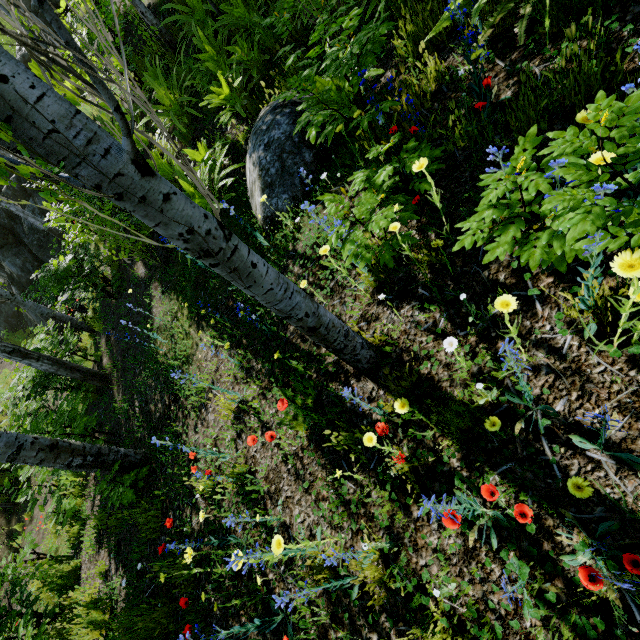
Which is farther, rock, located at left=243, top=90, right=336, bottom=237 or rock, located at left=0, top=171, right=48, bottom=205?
rock, located at left=0, top=171, right=48, bottom=205

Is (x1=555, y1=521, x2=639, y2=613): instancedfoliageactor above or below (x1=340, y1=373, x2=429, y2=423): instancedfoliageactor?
below

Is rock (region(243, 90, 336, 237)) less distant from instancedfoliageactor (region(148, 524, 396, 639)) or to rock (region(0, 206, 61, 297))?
instancedfoliageactor (region(148, 524, 396, 639))

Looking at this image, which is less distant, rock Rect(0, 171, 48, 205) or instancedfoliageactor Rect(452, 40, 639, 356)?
instancedfoliageactor Rect(452, 40, 639, 356)

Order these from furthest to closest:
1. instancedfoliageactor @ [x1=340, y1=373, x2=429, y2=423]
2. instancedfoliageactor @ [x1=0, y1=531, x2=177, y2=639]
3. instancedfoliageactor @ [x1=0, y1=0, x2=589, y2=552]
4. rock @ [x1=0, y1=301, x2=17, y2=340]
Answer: rock @ [x1=0, y1=301, x2=17, y2=340] → instancedfoliageactor @ [x1=0, y1=531, x2=177, y2=639] → instancedfoliageactor @ [x1=340, y1=373, x2=429, y2=423] → instancedfoliageactor @ [x1=0, y1=0, x2=589, y2=552]

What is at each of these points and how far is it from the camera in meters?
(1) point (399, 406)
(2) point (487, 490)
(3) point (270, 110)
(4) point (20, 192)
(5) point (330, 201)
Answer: (1) instancedfoliageactor, 1.5 m
(2) instancedfoliageactor, 1.3 m
(3) rock, 3.8 m
(4) rock, 14.2 m
(5) instancedfoliageactor, 2.1 m

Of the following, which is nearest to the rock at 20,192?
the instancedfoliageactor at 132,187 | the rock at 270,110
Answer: the instancedfoliageactor at 132,187

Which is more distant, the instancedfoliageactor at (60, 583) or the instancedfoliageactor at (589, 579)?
the instancedfoliageactor at (60, 583)
